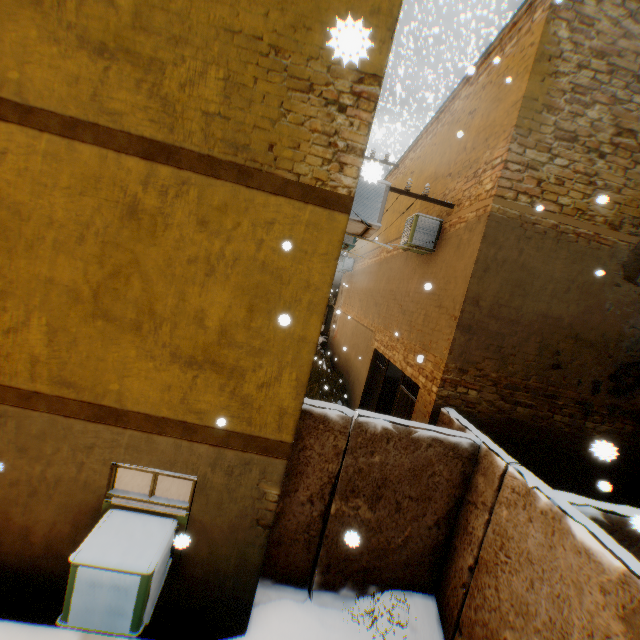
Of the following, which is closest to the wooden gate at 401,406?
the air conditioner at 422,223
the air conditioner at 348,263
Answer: the air conditioner at 422,223

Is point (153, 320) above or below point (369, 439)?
above

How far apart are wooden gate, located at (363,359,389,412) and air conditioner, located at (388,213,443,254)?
3.2m

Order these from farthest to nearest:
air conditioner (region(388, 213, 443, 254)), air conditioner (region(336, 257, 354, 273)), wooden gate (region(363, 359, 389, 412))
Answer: air conditioner (region(336, 257, 354, 273)), wooden gate (region(363, 359, 389, 412)), air conditioner (region(388, 213, 443, 254))

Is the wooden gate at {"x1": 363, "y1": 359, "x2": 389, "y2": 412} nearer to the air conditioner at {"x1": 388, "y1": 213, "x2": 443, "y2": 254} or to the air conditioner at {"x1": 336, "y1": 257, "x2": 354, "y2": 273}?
the air conditioner at {"x1": 388, "y1": 213, "x2": 443, "y2": 254}

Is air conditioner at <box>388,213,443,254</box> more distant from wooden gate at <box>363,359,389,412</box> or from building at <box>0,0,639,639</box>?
wooden gate at <box>363,359,389,412</box>

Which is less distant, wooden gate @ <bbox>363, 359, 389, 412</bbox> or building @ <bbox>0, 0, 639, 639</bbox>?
building @ <bbox>0, 0, 639, 639</bbox>

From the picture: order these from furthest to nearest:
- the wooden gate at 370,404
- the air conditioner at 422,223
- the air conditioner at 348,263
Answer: the air conditioner at 348,263 < the wooden gate at 370,404 < the air conditioner at 422,223
